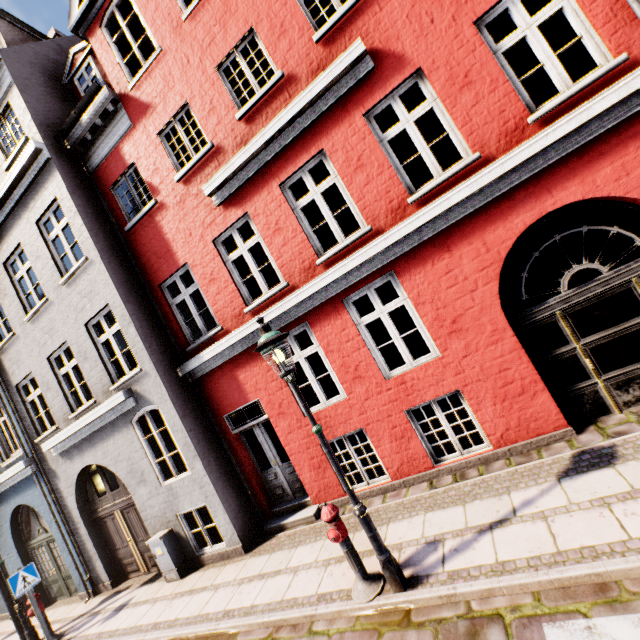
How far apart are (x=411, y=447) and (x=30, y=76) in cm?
1305

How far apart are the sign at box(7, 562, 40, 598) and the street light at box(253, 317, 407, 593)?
8.78m

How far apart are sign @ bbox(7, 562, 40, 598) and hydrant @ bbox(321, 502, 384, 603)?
8.3m

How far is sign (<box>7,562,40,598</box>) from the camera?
7.3 meters

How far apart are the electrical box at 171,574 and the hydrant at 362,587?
5.2 meters

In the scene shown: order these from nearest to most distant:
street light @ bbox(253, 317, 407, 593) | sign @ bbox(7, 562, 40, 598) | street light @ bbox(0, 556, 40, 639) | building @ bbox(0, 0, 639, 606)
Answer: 1. street light @ bbox(253, 317, 407, 593)
2. building @ bbox(0, 0, 639, 606)
3. sign @ bbox(7, 562, 40, 598)
4. street light @ bbox(0, 556, 40, 639)

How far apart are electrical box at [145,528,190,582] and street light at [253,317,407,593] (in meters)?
5.86

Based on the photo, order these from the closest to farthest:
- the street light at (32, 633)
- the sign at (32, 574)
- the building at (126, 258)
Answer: the building at (126, 258), the sign at (32, 574), the street light at (32, 633)
